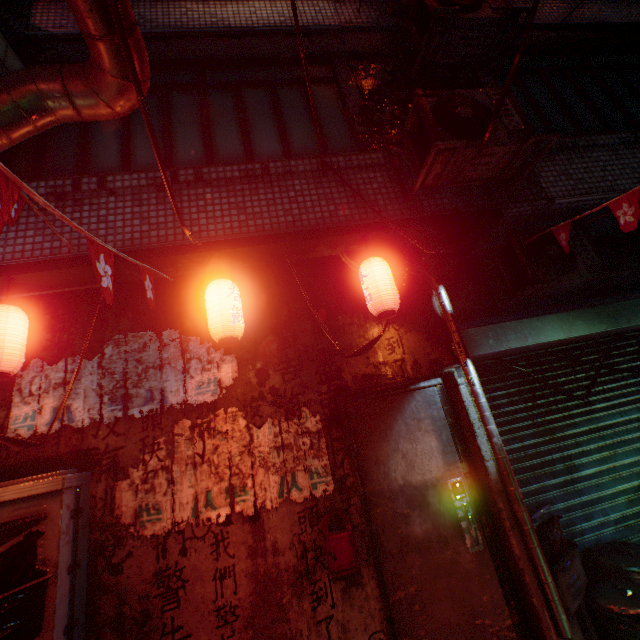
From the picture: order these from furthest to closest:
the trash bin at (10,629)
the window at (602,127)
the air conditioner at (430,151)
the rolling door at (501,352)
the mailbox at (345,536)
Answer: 1. the window at (602,127)
2. the rolling door at (501,352)
3. the air conditioner at (430,151)
4. the mailbox at (345,536)
5. the trash bin at (10,629)

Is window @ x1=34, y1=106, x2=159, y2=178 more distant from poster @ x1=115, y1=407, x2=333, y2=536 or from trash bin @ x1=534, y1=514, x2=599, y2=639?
trash bin @ x1=534, y1=514, x2=599, y2=639

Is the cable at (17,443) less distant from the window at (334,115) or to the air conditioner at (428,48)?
the window at (334,115)

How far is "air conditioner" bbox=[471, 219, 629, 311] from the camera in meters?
3.3 m

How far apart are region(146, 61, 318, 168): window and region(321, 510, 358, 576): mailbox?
3.2 meters

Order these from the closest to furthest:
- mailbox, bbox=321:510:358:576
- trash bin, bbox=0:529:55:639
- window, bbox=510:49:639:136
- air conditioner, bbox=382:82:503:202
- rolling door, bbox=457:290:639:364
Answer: trash bin, bbox=0:529:55:639 < mailbox, bbox=321:510:358:576 < air conditioner, bbox=382:82:503:202 < rolling door, bbox=457:290:639:364 < window, bbox=510:49:639:136

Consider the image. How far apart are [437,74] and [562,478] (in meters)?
4.82

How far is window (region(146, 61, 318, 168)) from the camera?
3.3m
